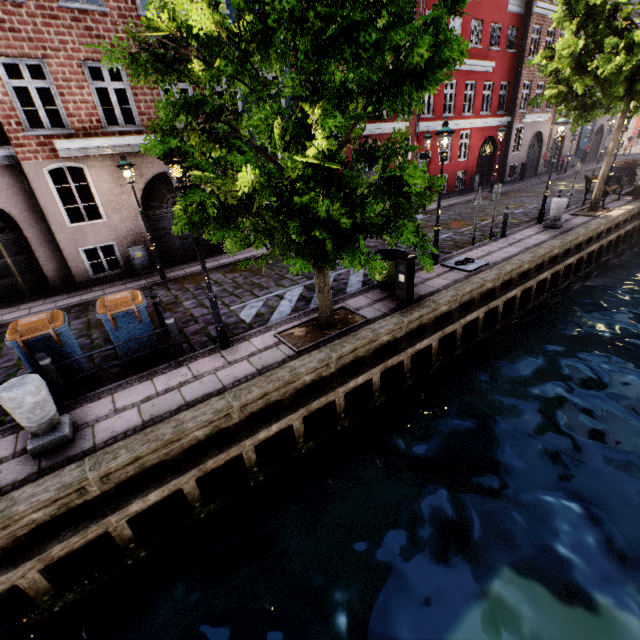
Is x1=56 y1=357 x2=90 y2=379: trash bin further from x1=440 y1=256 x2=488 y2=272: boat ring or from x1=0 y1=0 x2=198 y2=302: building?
x1=440 y1=256 x2=488 y2=272: boat ring

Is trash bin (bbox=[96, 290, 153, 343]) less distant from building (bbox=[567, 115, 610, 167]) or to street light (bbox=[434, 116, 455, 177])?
street light (bbox=[434, 116, 455, 177])

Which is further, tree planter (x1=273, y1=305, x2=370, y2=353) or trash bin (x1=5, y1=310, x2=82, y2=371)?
tree planter (x1=273, y1=305, x2=370, y2=353)

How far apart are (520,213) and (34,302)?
20.6m

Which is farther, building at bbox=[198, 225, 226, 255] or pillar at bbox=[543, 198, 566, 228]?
building at bbox=[198, 225, 226, 255]

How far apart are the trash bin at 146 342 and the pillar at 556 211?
14.4 meters

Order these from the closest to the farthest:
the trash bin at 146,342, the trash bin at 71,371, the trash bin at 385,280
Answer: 1. the trash bin at 71,371
2. the trash bin at 146,342
3. the trash bin at 385,280

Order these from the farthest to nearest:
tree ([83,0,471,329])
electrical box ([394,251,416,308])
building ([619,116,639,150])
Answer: building ([619,116,639,150]) < electrical box ([394,251,416,308]) < tree ([83,0,471,329])
